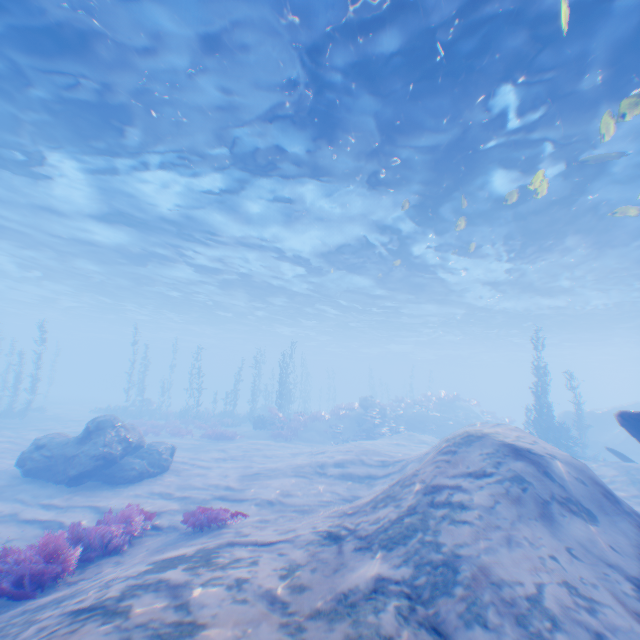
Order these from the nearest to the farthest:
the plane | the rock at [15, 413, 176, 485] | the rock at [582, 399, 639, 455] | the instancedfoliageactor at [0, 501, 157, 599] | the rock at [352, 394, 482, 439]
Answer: the instancedfoliageactor at [0, 501, 157, 599] < the plane < the rock at [15, 413, 176, 485] < the rock at [582, 399, 639, 455] < the rock at [352, 394, 482, 439]

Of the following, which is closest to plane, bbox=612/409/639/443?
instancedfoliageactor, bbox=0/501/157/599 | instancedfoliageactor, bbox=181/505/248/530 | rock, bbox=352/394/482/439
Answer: instancedfoliageactor, bbox=181/505/248/530

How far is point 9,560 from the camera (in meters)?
5.93

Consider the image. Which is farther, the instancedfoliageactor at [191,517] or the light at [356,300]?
the light at [356,300]

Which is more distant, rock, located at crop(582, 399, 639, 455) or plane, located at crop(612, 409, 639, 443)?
rock, located at crop(582, 399, 639, 455)

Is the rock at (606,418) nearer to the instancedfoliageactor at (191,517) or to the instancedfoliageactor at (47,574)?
the instancedfoliageactor at (47,574)

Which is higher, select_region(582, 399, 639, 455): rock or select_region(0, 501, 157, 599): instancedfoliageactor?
select_region(582, 399, 639, 455): rock

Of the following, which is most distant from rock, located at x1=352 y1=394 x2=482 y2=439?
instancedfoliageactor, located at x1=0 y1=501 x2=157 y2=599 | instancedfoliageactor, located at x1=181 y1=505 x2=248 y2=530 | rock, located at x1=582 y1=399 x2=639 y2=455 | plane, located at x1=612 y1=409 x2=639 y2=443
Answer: instancedfoliageactor, located at x1=0 y1=501 x2=157 y2=599
